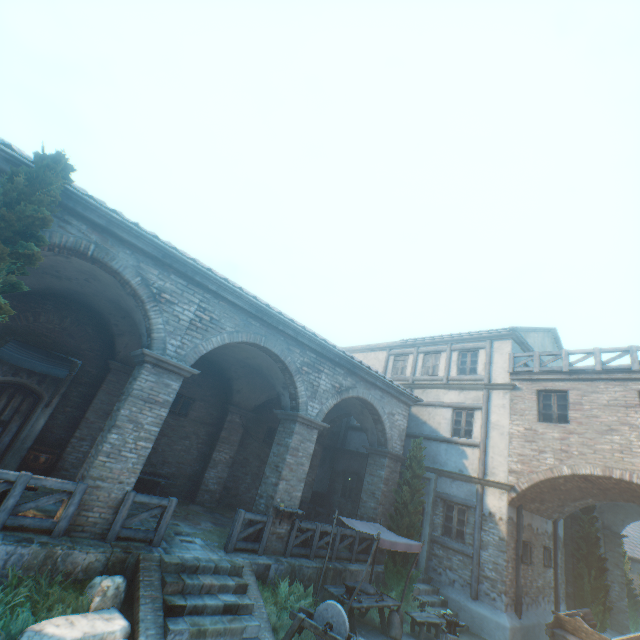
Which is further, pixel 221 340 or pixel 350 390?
pixel 350 390

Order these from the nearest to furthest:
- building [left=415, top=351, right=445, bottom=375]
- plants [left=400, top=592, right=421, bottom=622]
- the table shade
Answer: the table shade
plants [left=400, top=592, right=421, bottom=622]
building [left=415, top=351, right=445, bottom=375]

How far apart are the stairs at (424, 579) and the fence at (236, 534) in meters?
6.0 m

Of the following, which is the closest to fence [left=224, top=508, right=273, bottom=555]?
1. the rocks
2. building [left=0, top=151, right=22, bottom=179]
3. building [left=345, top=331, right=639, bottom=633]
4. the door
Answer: building [left=345, top=331, right=639, bottom=633]

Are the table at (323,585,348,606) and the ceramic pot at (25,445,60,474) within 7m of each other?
no

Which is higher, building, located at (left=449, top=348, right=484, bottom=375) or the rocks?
building, located at (left=449, top=348, right=484, bottom=375)

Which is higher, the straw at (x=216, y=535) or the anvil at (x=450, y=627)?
the straw at (x=216, y=535)

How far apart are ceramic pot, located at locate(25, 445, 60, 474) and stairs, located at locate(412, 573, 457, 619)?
12.7m
